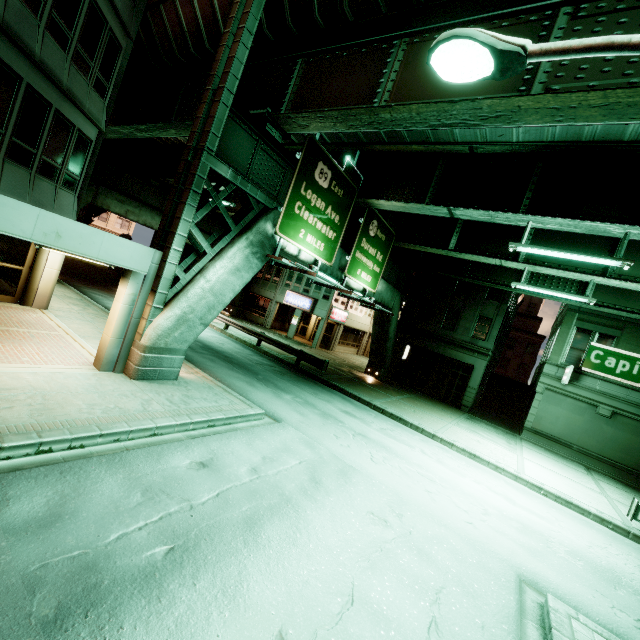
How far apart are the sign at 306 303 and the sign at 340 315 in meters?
1.7 m

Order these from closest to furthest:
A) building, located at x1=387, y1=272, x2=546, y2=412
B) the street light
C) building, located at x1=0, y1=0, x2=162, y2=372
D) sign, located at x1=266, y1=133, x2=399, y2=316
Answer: the street light
building, located at x1=0, y1=0, x2=162, y2=372
sign, located at x1=266, y1=133, x2=399, y2=316
building, located at x1=387, y1=272, x2=546, y2=412

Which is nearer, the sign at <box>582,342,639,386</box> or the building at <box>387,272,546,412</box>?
the sign at <box>582,342,639,386</box>

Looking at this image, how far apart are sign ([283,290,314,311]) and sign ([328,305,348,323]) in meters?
1.7

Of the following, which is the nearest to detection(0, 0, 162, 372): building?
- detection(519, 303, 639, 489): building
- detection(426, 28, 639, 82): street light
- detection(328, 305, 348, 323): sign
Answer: detection(426, 28, 639, 82): street light

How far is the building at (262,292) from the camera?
31.7 meters

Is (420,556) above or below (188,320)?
below

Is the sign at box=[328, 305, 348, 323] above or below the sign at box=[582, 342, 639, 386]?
below
